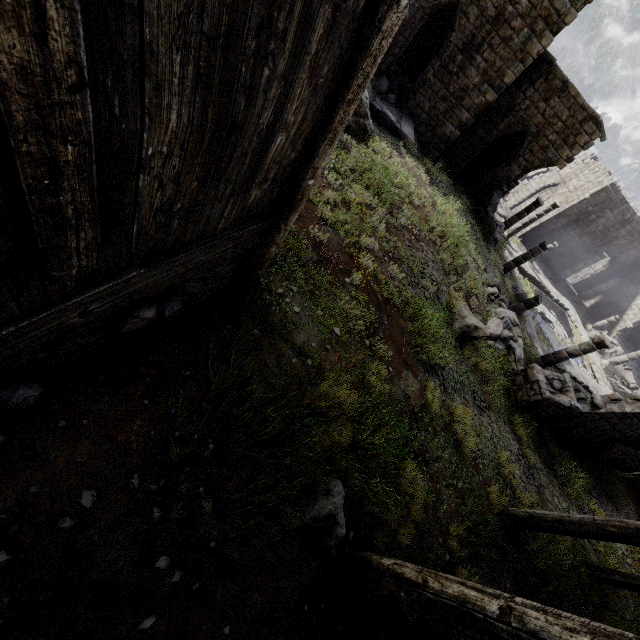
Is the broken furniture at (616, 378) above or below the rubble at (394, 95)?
below

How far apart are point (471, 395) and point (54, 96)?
10.5 meters

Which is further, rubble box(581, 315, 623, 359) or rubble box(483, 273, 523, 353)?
rubble box(581, 315, 623, 359)

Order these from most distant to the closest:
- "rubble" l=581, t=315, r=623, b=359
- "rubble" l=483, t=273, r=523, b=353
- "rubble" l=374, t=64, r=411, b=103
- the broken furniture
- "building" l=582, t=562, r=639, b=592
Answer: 1. "rubble" l=581, t=315, r=623, b=359
2. the broken furniture
3. "rubble" l=374, t=64, r=411, b=103
4. "rubble" l=483, t=273, r=523, b=353
5. "building" l=582, t=562, r=639, b=592

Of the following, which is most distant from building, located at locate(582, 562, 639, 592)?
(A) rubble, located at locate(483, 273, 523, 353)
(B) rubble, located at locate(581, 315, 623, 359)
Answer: (A) rubble, located at locate(483, 273, 523, 353)

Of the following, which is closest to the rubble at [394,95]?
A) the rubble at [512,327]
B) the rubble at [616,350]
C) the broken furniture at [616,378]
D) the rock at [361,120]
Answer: the rock at [361,120]

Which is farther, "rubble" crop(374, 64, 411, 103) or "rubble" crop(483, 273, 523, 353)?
"rubble" crop(374, 64, 411, 103)

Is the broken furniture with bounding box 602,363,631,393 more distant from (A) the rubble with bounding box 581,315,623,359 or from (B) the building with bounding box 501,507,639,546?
(A) the rubble with bounding box 581,315,623,359
